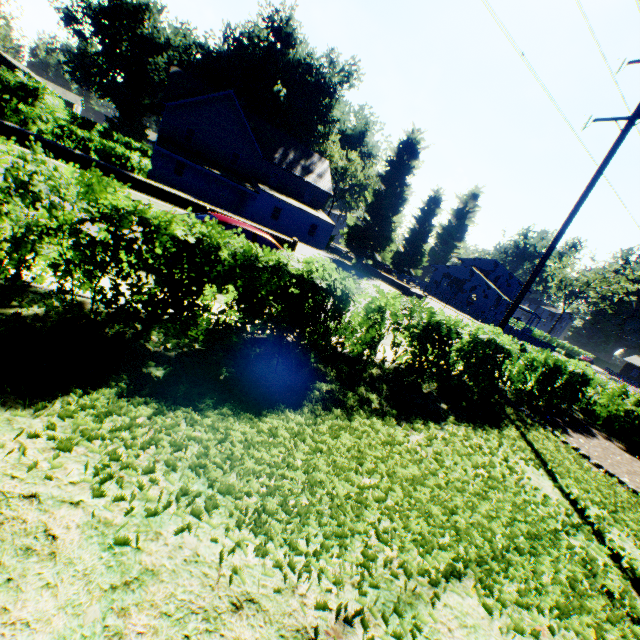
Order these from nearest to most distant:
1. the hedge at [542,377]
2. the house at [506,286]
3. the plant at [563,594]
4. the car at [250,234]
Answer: the plant at [563,594]
the hedge at [542,377]
the car at [250,234]
the house at [506,286]

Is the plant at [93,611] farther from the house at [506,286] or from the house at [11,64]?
the house at [11,64]

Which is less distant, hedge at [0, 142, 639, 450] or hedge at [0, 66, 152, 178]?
hedge at [0, 142, 639, 450]

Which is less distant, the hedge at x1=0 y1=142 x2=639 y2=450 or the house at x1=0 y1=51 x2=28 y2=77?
the hedge at x1=0 y1=142 x2=639 y2=450

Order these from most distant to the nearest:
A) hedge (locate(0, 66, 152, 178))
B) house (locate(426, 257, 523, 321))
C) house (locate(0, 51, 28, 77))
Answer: house (locate(0, 51, 28, 77)), house (locate(426, 257, 523, 321)), hedge (locate(0, 66, 152, 178))

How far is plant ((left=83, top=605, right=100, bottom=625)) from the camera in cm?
175

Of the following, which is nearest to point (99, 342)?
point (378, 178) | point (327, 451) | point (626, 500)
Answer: point (327, 451)

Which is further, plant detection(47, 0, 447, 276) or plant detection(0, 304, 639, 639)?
plant detection(47, 0, 447, 276)
